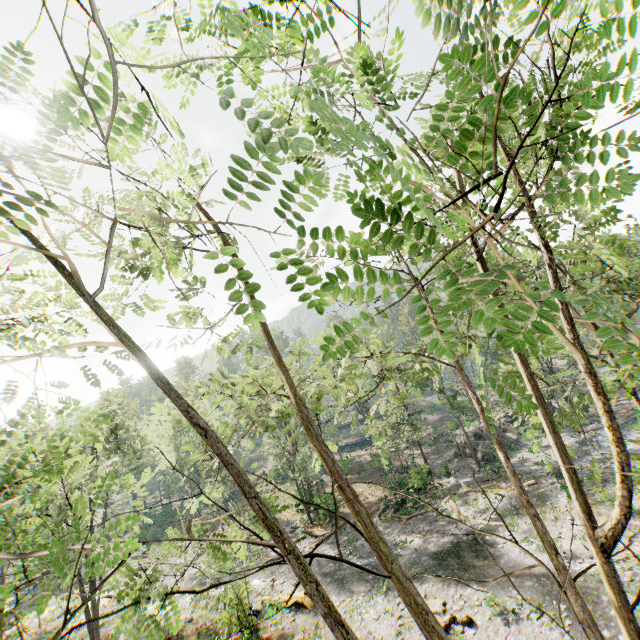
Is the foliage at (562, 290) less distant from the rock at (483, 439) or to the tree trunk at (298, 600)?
the tree trunk at (298, 600)

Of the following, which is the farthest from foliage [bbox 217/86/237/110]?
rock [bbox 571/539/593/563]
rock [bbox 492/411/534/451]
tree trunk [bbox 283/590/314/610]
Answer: rock [bbox 571/539/593/563]

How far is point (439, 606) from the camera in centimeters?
1695cm

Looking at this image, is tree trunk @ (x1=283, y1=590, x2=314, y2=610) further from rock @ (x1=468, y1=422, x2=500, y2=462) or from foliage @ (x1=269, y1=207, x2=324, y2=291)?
rock @ (x1=468, y1=422, x2=500, y2=462)

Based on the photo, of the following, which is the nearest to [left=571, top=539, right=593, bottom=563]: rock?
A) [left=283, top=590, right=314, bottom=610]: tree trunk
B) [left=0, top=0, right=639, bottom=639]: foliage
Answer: [left=0, top=0, right=639, bottom=639]: foliage

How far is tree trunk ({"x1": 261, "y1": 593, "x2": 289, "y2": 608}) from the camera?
19.91m

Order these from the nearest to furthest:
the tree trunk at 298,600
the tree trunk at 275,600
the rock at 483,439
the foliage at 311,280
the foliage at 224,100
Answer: the foliage at 224,100 → the foliage at 311,280 → the tree trunk at 275,600 → the tree trunk at 298,600 → the rock at 483,439

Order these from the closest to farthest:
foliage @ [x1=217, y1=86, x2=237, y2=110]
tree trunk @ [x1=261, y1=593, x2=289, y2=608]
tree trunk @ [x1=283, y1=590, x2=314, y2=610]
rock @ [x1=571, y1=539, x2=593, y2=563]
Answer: foliage @ [x1=217, y1=86, x2=237, y2=110] → rock @ [x1=571, y1=539, x2=593, y2=563] → tree trunk @ [x1=261, y1=593, x2=289, y2=608] → tree trunk @ [x1=283, y1=590, x2=314, y2=610]
